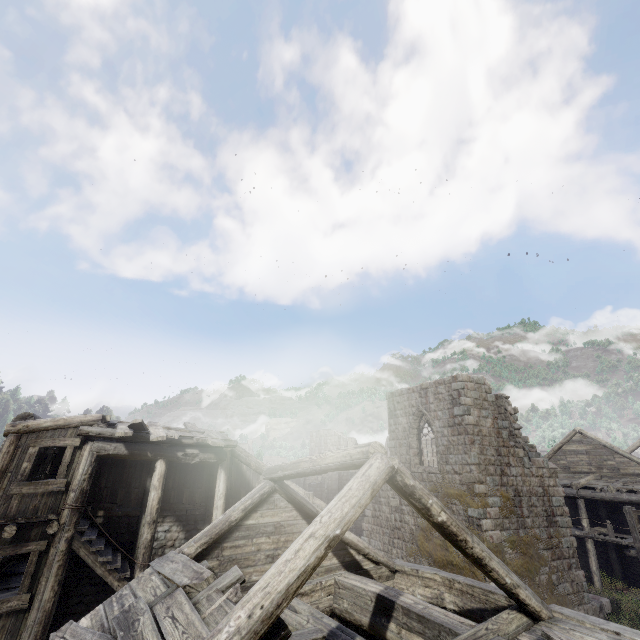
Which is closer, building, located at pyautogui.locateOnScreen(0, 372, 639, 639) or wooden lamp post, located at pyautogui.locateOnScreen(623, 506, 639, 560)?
building, located at pyautogui.locateOnScreen(0, 372, 639, 639)

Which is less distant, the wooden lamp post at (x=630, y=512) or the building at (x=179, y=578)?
the building at (x=179, y=578)

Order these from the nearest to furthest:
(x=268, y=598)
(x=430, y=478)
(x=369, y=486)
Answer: (x=268, y=598)
(x=369, y=486)
(x=430, y=478)
